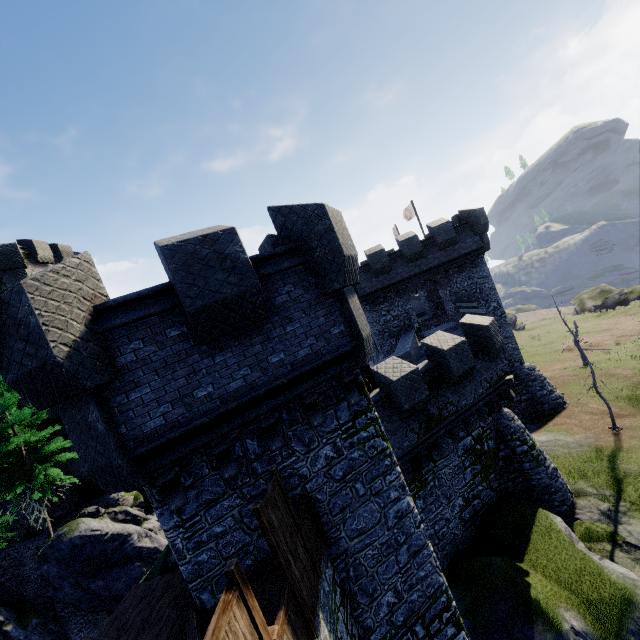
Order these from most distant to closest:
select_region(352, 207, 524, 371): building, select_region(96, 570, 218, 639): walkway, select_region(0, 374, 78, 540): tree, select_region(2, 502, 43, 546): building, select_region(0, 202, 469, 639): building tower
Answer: select_region(352, 207, 524, 371): building
select_region(2, 502, 43, 546): building
select_region(0, 374, 78, 540): tree
select_region(96, 570, 218, 639): walkway
select_region(0, 202, 469, 639): building tower

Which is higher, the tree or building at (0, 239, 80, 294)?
building at (0, 239, 80, 294)

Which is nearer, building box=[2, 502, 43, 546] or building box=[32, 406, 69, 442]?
building box=[2, 502, 43, 546]

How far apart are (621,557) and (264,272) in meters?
17.9

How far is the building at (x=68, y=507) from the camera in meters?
22.7 m

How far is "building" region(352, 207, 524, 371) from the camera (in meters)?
23.56

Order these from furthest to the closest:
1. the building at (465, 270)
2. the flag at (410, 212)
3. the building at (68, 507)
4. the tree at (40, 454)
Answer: the flag at (410, 212) → the building at (465, 270) → the building at (68, 507) → the tree at (40, 454)

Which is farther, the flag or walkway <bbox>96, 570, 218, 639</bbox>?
the flag
